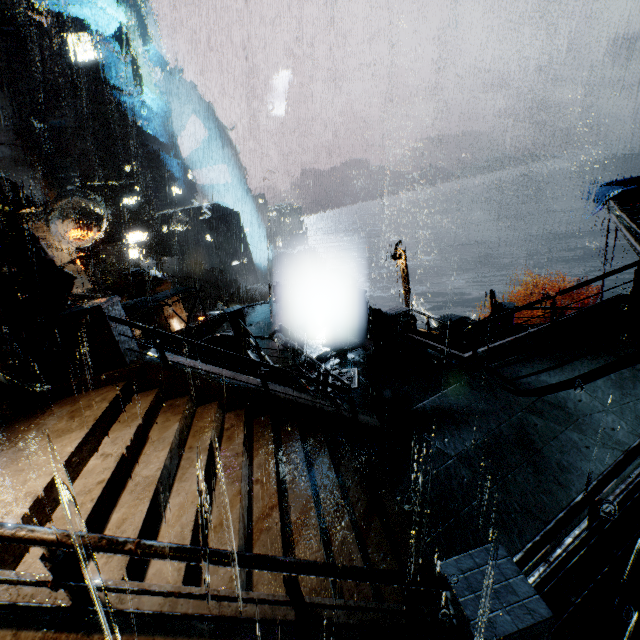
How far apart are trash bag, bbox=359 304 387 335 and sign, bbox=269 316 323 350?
2.5m

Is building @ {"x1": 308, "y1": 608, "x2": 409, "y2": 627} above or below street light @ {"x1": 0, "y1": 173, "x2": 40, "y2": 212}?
below

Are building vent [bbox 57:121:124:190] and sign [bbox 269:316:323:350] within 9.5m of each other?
no

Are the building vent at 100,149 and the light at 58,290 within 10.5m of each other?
no

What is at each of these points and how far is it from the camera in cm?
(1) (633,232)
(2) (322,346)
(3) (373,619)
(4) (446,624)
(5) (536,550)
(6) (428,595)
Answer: (1) beam, 1162
(2) building, 1444
(3) building, 397
(4) building, 430
(5) railing, 414
(6) stairs, 493

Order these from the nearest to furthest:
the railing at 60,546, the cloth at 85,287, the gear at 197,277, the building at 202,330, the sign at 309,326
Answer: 1. the railing at 60,546
2. the sign at 309,326
3. the building at 202,330
4. the cloth at 85,287
5. the gear at 197,277

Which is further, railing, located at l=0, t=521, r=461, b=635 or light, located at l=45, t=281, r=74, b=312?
light, located at l=45, t=281, r=74, b=312

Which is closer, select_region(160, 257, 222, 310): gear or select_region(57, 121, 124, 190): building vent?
select_region(57, 121, 124, 190): building vent
